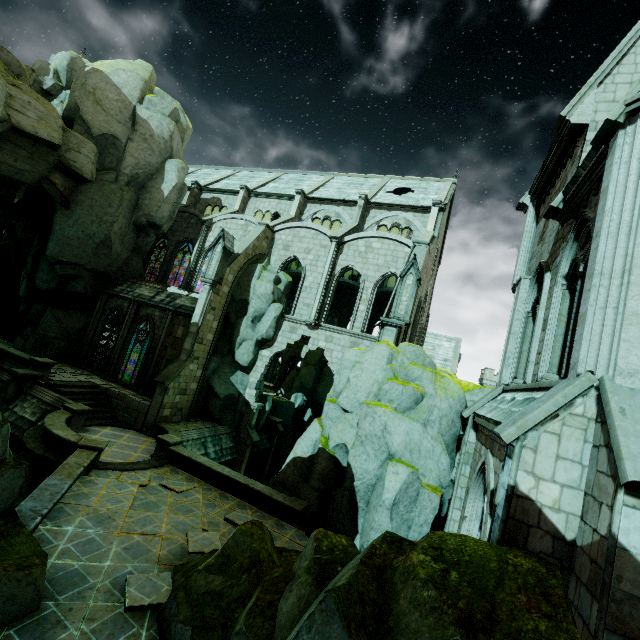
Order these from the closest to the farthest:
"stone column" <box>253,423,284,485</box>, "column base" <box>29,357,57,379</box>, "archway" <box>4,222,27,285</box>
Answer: "column base" <box>29,357,57,379</box>
"stone column" <box>253,423,284,485</box>
"archway" <box>4,222,27,285</box>

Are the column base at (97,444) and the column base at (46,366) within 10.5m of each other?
yes

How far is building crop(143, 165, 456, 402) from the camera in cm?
2158

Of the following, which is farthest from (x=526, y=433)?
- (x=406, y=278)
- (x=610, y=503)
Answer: (x=406, y=278)

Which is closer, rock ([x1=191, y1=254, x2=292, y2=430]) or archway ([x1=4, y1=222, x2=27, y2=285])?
rock ([x1=191, y1=254, x2=292, y2=430])

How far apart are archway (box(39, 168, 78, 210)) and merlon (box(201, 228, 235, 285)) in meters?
10.1 m

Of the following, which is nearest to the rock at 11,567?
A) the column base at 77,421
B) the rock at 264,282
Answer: the rock at 264,282

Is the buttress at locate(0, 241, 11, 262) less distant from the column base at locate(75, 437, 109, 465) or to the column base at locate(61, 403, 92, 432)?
the column base at locate(61, 403, 92, 432)
